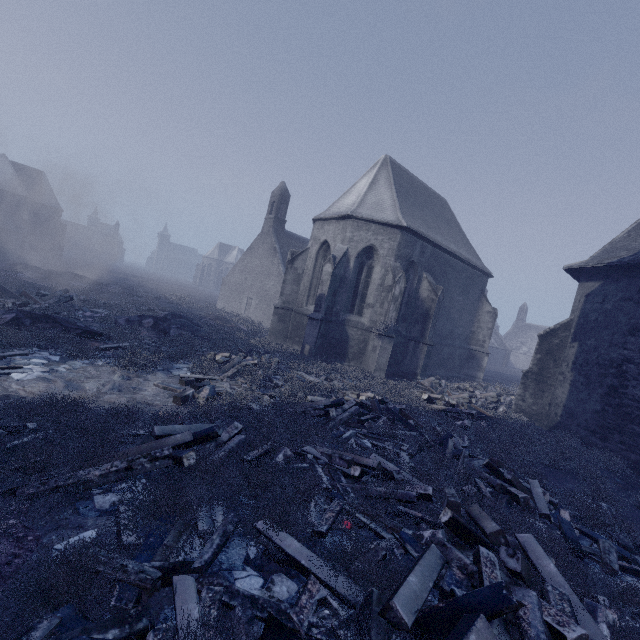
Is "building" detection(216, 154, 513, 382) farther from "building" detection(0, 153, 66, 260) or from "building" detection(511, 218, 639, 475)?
"building" detection(0, 153, 66, 260)

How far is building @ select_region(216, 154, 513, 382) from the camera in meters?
15.8

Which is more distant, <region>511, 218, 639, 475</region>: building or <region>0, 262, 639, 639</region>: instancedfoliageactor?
<region>511, 218, 639, 475</region>: building

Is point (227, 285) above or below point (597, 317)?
below

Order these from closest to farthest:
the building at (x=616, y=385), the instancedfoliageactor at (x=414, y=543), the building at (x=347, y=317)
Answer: the instancedfoliageactor at (x=414, y=543)
the building at (x=616, y=385)
the building at (x=347, y=317)

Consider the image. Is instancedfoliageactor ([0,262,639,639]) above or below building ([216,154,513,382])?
below

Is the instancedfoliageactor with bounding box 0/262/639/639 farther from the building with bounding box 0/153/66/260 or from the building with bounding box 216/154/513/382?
the building with bounding box 0/153/66/260

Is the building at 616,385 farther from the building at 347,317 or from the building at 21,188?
the building at 21,188
